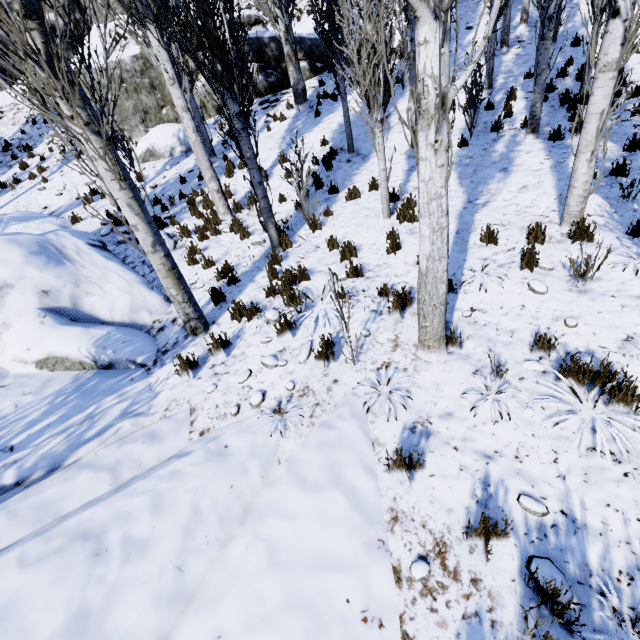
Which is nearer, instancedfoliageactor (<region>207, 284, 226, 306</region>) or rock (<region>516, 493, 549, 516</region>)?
rock (<region>516, 493, 549, 516</region>)

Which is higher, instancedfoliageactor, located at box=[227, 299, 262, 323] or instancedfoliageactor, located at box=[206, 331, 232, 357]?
instancedfoliageactor, located at box=[227, 299, 262, 323]

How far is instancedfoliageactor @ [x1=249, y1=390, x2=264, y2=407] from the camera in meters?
4.2

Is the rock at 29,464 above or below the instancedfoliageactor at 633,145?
below

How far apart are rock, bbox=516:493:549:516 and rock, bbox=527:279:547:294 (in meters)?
2.80

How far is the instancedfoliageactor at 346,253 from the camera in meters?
5.7 m

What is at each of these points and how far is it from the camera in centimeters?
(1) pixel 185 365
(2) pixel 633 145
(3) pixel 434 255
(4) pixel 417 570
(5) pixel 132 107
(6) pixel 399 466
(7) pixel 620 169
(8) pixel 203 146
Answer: (1) instancedfoliageactor, 476cm
(2) instancedfoliageactor, 653cm
(3) instancedfoliageactor, 327cm
(4) rock, 253cm
(5) rock, 1482cm
(6) instancedfoliageactor, 310cm
(7) instancedfoliageactor, 595cm
(8) instancedfoliageactor, 812cm

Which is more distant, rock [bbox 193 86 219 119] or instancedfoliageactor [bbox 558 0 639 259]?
rock [bbox 193 86 219 119]
